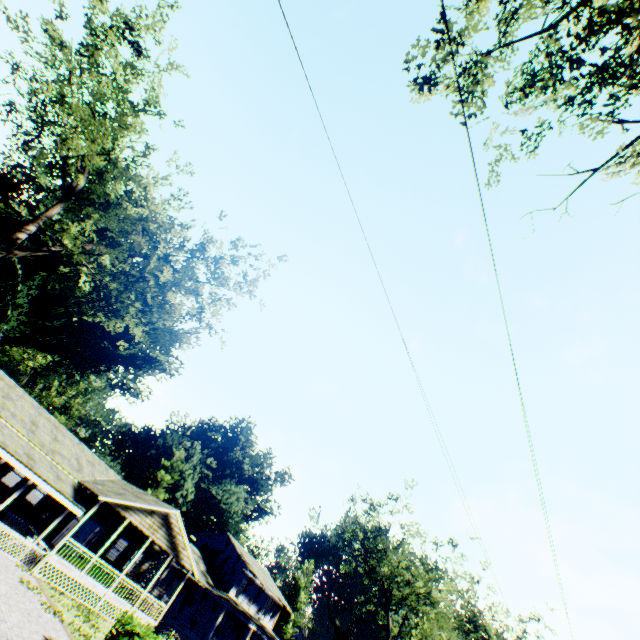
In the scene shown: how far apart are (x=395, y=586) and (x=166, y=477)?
33.1m

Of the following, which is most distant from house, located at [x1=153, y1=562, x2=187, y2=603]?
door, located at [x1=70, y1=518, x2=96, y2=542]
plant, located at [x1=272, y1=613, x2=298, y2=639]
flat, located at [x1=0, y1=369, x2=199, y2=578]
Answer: plant, located at [x1=272, y1=613, x2=298, y2=639]

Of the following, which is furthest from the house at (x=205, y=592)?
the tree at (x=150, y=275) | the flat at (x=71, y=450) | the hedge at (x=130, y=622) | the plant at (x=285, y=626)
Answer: the tree at (x=150, y=275)

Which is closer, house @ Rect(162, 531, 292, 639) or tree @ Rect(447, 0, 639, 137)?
tree @ Rect(447, 0, 639, 137)

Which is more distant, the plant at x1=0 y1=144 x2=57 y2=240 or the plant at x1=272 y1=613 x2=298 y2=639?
the plant at x1=272 y1=613 x2=298 y2=639

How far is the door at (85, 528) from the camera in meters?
23.1

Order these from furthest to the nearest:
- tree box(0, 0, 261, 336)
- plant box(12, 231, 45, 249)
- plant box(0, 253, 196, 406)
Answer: plant box(0, 253, 196, 406), plant box(12, 231, 45, 249), tree box(0, 0, 261, 336)

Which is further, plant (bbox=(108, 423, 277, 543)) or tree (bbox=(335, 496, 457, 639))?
plant (bbox=(108, 423, 277, 543))
